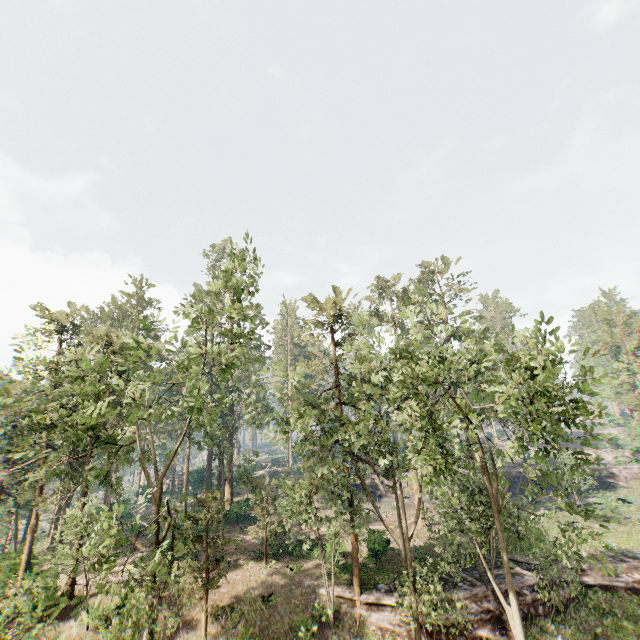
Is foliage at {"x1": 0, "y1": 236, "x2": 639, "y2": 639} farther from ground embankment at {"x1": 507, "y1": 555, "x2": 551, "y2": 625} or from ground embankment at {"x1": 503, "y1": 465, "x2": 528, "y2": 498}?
ground embankment at {"x1": 503, "y1": 465, "x2": 528, "y2": 498}

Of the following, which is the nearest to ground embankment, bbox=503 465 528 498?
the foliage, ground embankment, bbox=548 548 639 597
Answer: the foliage

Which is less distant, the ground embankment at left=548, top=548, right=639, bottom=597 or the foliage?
the foliage

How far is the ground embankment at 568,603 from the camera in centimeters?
2075cm

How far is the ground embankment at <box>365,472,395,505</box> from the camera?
45.2 meters

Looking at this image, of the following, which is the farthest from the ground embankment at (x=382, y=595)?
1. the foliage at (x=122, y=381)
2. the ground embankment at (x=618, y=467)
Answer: the ground embankment at (x=618, y=467)

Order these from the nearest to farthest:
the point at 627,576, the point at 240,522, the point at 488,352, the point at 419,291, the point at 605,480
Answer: the point at 488,352 < the point at 627,576 < the point at 240,522 < the point at 605,480 < the point at 419,291
